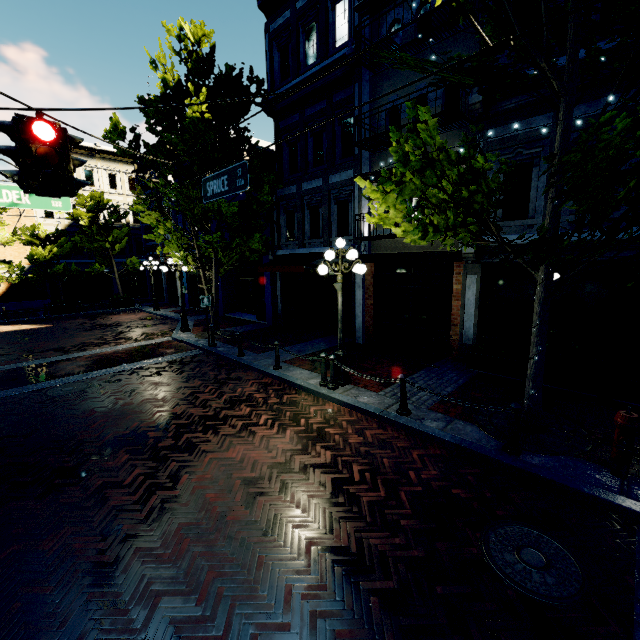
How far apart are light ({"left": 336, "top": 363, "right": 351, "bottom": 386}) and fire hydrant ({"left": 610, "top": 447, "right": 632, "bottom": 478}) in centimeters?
492cm

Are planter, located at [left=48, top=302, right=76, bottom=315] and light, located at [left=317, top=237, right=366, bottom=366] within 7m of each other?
no

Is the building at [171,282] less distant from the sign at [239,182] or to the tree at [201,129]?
the tree at [201,129]

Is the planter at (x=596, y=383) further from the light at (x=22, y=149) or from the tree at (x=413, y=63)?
the light at (x=22, y=149)

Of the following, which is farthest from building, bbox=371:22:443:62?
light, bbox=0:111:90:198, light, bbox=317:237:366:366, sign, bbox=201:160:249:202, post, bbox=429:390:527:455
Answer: light, bbox=0:111:90:198

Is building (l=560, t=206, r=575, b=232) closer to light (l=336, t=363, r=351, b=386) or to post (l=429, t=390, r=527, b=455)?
light (l=336, t=363, r=351, b=386)

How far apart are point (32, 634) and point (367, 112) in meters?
12.4 m

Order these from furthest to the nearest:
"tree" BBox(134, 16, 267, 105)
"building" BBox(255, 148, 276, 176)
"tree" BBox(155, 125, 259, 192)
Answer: "building" BBox(255, 148, 276, 176) → "tree" BBox(155, 125, 259, 192) → "tree" BBox(134, 16, 267, 105)
